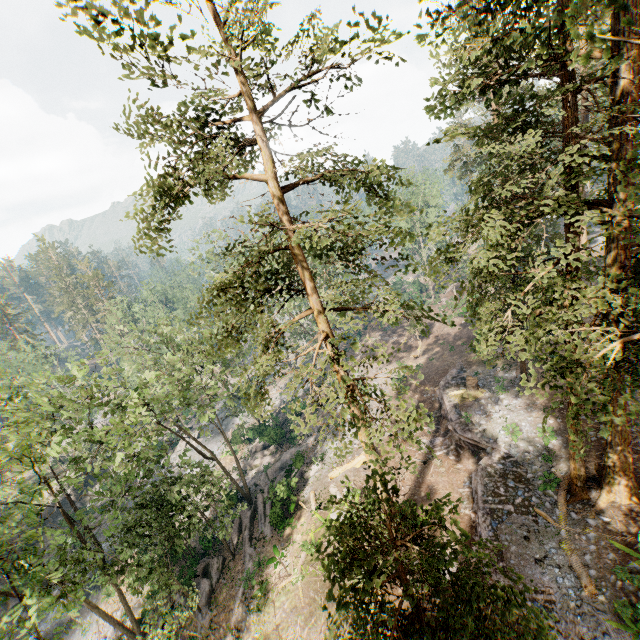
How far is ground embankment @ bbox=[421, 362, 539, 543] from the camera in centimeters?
1786cm

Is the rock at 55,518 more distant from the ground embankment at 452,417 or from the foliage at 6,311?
the ground embankment at 452,417

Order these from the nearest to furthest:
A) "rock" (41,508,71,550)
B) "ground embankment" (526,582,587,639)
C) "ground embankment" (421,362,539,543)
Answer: "ground embankment" (526,582,587,639) → "ground embankment" (421,362,539,543) → "rock" (41,508,71,550)

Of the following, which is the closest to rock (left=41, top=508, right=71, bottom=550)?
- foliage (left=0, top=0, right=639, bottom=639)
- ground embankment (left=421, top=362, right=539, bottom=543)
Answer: foliage (left=0, top=0, right=639, bottom=639)

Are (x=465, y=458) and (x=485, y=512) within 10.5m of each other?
yes

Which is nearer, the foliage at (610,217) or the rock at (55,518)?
the foliage at (610,217)
